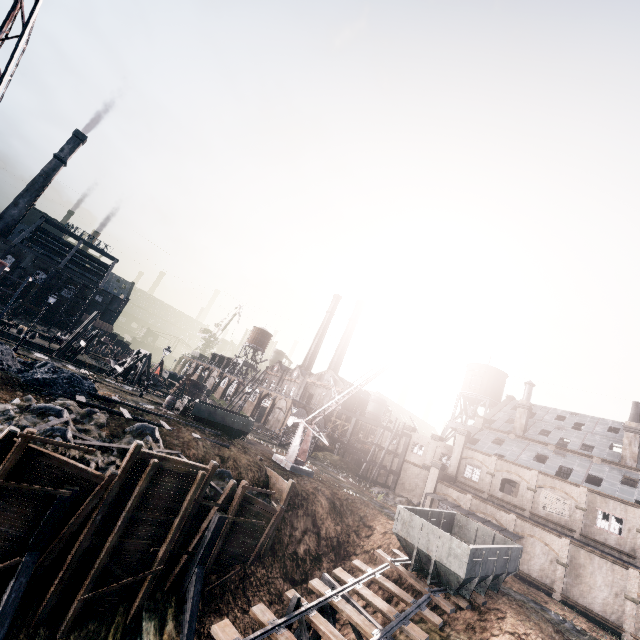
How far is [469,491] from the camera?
40.31m

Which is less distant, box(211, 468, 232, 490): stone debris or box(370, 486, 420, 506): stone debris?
box(211, 468, 232, 490): stone debris

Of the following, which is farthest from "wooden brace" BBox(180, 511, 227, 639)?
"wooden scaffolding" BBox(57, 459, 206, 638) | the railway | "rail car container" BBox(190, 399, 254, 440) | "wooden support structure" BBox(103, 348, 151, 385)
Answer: "wooden support structure" BBox(103, 348, 151, 385)

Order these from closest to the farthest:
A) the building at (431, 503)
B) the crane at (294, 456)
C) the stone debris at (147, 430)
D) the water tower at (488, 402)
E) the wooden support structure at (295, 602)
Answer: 1. the wooden support structure at (295, 602)
2. the stone debris at (147, 430)
3. the crane at (294, 456)
4. the building at (431, 503)
5. the water tower at (488, 402)

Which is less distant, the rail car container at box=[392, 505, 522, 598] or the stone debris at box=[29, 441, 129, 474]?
the stone debris at box=[29, 441, 129, 474]

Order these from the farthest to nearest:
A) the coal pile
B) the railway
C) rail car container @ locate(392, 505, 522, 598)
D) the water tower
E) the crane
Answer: the water tower → the crane → the coal pile → rail car container @ locate(392, 505, 522, 598) → the railway

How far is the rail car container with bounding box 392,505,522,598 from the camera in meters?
18.3

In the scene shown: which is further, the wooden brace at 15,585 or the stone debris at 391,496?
the stone debris at 391,496
